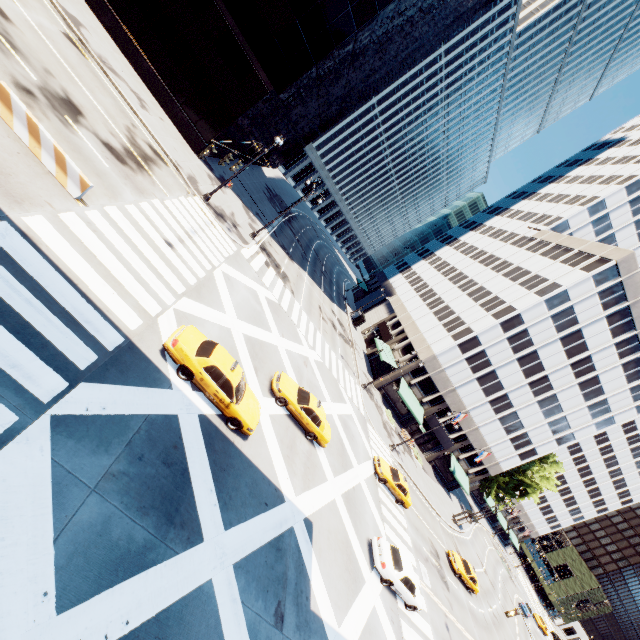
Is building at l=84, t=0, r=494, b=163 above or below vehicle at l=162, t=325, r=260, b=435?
above

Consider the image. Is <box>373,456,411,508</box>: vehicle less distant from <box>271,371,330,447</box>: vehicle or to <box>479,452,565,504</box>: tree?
<box>271,371,330,447</box>: vehicle

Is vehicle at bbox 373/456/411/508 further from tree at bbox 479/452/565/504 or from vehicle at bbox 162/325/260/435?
tree at bbox 479/452/565/504

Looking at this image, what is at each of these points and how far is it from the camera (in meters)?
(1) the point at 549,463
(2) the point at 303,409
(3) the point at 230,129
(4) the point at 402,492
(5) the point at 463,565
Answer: (1) tree, 55.50
(2) vehicle, 18.06
(3) building, 27.89
(4) vehicle, 26.31
(5) vehicle, 31.50

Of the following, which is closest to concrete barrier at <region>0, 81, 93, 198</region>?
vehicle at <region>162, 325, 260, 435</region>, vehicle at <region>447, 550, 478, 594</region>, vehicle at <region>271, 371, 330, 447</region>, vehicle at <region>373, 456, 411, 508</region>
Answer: vehicle at <region>162, 325, 260, 435</region>

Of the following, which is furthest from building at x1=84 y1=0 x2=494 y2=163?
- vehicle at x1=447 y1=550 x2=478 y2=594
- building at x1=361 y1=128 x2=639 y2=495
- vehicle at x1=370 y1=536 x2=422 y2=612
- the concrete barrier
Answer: vehicle at x1=447 y1=550 x2=478 y2=594

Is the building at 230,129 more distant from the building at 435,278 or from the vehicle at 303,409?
the building at 435,278

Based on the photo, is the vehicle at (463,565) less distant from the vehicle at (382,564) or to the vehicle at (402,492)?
the vehicle at (402,492)
